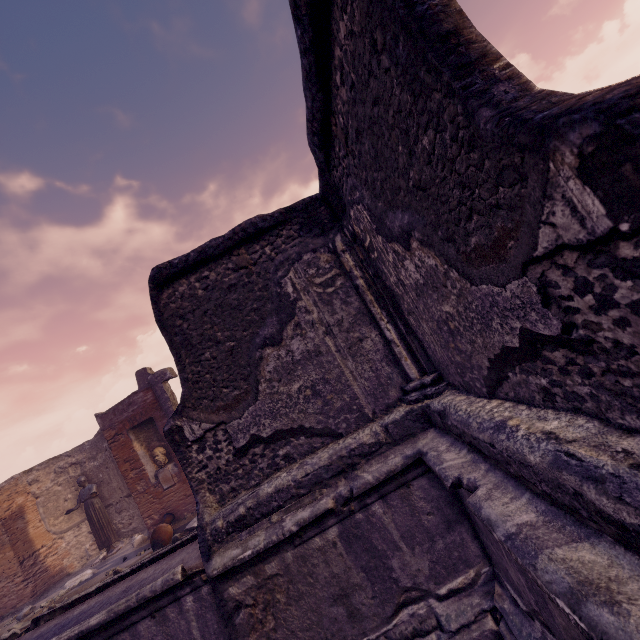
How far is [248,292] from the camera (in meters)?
3.06

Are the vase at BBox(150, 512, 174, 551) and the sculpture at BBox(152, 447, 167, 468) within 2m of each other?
yes

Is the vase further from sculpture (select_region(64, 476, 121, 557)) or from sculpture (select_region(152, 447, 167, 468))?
sculpture (select_region(64, 476, 121, 557))

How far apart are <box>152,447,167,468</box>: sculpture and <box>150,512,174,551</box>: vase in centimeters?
142cm

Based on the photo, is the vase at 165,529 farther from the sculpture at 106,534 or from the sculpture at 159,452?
the sculpture at 106,534

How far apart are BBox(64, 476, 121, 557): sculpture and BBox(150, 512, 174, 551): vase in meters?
2.8 m

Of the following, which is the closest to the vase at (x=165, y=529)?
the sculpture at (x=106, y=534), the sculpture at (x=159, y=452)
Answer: the sculpture at (x=159, y=452)

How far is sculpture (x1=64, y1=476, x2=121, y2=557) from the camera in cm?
1116
